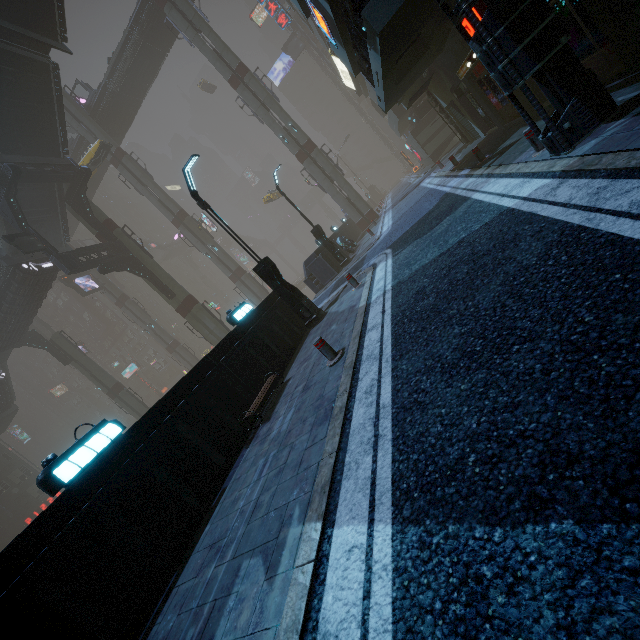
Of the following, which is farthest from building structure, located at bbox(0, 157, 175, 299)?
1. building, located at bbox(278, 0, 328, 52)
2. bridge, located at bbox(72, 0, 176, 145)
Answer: building, located at bbox(278, 0, 328, 52)

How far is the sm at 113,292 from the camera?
42.88m

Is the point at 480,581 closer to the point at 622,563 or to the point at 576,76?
the point at 622,563

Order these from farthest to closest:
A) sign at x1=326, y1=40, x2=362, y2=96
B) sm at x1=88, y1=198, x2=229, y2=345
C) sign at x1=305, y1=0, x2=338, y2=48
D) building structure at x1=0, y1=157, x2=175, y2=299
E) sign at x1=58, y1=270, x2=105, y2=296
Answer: sign at x1=58, y1=270, x2=105, y2=296
sign at x1=326, y1=40, x2=362, y2=96
sm at x1=88, y1=198, x2=229, y2=345
building structure at x1=0, y1=157, x2=175, y2=299
sign at x1=305, y1=0, x2=338, y2=48

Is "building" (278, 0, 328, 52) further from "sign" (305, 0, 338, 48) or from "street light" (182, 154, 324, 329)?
"street light" (182, 154, 324, 329)

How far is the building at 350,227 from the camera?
25.14m

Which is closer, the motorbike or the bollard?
the bollard

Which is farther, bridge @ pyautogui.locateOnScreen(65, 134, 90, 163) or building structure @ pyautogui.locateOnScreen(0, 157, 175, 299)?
bridge @ pyautogui.locateOnScreen(65, 134, 90, 163)
